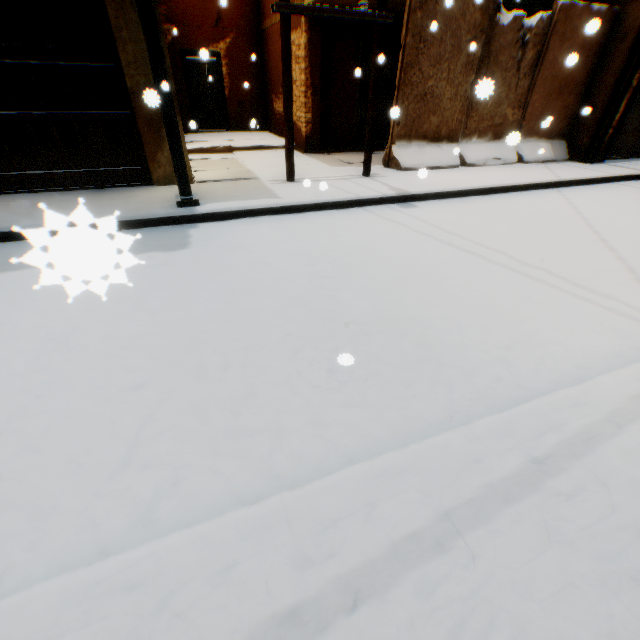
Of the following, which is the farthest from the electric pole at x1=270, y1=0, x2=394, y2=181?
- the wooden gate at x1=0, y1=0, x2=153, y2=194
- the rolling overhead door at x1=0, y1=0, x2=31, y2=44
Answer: the wooden gate at x1=0, y1=0, x2=153, y2=194

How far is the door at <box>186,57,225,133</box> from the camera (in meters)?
11.57

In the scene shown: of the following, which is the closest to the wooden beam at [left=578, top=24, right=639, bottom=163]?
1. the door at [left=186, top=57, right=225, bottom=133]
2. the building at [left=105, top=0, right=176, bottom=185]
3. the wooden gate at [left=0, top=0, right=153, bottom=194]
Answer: the building at [left=105, top=0, right=176, bottom=185]

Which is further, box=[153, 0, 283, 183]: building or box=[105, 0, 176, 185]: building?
box=[153, 0, 283, 183]: building

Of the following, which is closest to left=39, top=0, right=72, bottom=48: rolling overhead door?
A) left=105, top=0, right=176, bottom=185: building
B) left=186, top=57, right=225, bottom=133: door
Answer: left=105, top=0, right=176, bottom=185: building

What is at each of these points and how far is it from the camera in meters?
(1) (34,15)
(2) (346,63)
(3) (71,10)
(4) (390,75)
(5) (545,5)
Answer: (1) rolling overhead door, 4.8 m
(2) building, 9.1 m
(3) rolling overhead door, 4.9 m
(4) rolling overhead door, 9.8 m
(5) balcony, 7.9 m

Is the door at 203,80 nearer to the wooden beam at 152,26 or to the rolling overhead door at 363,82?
the rolling overhead door at 363,82

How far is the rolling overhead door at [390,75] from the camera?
9.1 meters
